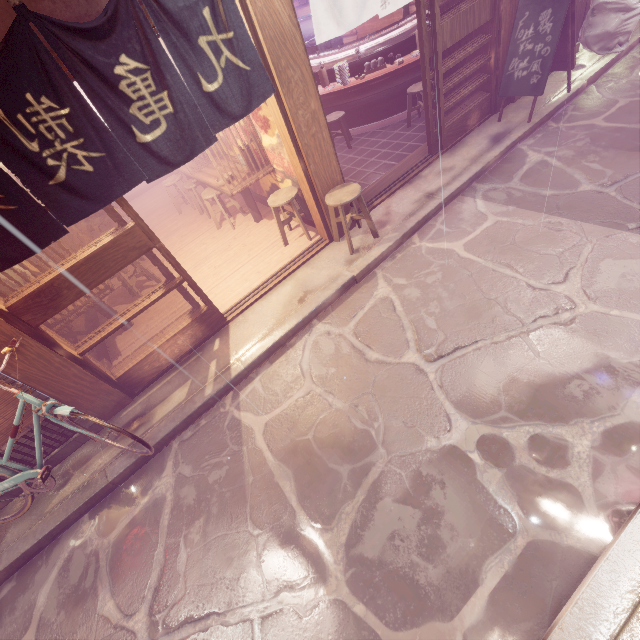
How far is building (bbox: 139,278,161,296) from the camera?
10.40m

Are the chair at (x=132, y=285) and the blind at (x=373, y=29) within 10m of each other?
no

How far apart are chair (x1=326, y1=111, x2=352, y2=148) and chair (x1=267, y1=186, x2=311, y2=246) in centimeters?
467cm

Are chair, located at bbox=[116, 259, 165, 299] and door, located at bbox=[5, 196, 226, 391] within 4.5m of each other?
yes

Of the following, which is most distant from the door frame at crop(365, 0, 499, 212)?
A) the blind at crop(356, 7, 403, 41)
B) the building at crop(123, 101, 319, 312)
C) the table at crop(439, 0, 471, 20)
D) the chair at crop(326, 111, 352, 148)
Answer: the blind at crop(356, 7, 403, 41)

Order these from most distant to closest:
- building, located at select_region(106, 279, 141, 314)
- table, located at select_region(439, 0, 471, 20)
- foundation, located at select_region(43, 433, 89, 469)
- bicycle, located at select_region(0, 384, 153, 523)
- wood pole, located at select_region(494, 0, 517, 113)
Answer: table, located at select_region(439, 0, 471, 20) → building, located at select_region(106, 279, 141, 314) → wood pole, located at select_region(494, 0, 517, 113) → foundation, located at select_region(43, 433, 89, 469) → bicycle, located at select_region(0, 384, 153, 523)

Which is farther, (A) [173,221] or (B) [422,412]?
(A) [173,221]

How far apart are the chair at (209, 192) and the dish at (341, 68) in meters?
5.9 m
